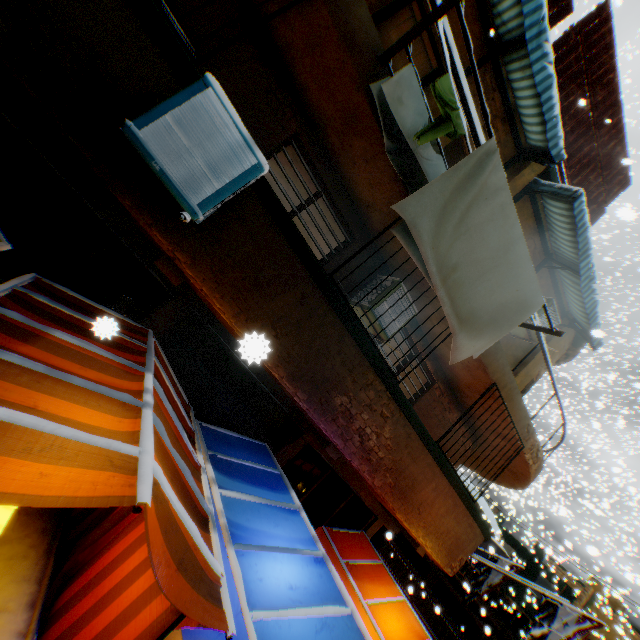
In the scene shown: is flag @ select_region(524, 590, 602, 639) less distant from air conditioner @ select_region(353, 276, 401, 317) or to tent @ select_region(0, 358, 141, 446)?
tent @ select_region(0, 358, 141, 446)

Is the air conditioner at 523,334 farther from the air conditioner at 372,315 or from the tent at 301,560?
the tent at 301,560

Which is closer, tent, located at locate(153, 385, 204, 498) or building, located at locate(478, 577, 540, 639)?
tent, located at locate(153, 385, 204, 498)

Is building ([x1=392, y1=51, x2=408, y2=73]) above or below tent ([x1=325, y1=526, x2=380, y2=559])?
above

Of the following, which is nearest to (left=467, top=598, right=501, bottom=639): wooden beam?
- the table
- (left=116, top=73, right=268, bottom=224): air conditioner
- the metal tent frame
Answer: the metal tent frame

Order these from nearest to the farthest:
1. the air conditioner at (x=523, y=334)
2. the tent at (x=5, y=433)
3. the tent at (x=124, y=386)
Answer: the tent at (x=5, y=433) → the tent at (x=124, y=386) → the air conditioner at (x=523, y=334)

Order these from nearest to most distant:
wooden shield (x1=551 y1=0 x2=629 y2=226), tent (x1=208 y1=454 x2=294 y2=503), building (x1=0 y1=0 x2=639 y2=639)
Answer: building (x1=0 y1=0 x2=639 y2=639) < tent (x1=208 y1=454 x2=294 y2=503) < wooden shield (x1=551 y1=0 x2=629 y2=226)

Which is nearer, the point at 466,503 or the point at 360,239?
the point at 360,239
